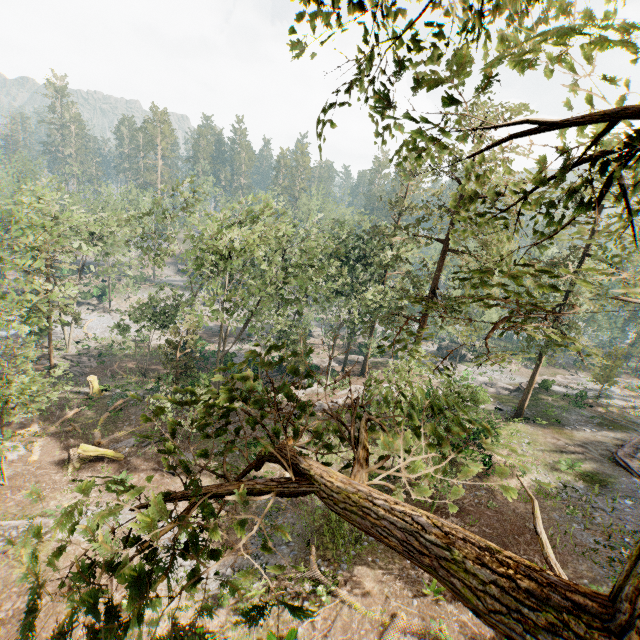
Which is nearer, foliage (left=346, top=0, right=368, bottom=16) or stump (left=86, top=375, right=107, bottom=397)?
foliage (left=346, top=0, right=368, bottom=16)

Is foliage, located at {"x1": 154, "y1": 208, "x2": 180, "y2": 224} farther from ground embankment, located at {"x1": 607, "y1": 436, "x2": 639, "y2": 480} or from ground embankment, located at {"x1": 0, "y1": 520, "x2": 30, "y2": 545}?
ground embankment, located at {"x1": 607, "y1": 436, "x2": 639, "y2": 480}

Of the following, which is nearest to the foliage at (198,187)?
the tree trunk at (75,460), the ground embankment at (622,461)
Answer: the ground embankment at (622,461)

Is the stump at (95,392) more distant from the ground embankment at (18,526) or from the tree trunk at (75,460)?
the ground embankment at (18,526)

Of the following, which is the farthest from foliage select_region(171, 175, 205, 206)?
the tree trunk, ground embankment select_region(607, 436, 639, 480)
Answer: the tree trunk

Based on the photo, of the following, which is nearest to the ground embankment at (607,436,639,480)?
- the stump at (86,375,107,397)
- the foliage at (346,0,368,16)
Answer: the foliage at (346,0,368,16)

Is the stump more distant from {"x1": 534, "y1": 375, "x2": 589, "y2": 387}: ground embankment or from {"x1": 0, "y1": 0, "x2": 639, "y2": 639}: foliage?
{"x1": 534, "y1": 375, "x2": 589, "y2": 387}: ground embankment

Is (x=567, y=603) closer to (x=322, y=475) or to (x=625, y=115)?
(x=322, y=475)
